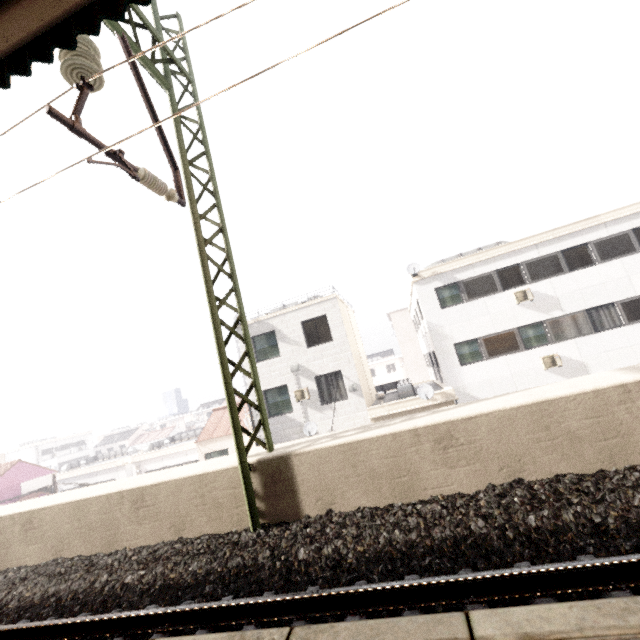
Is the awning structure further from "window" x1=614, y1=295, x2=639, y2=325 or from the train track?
"window" x1=614, y1=295, x2=639, y2=325

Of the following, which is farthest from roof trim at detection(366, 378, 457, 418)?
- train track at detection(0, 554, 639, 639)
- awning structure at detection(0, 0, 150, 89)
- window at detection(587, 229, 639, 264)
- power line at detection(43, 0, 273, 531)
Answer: awning structure at detection(0, 0, 150, 89)

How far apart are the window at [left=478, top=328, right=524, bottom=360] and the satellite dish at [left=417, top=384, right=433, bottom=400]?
3.3m

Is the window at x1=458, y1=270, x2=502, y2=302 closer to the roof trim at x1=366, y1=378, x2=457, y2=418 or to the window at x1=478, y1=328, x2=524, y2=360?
the window at x1=478, y1=328, x2=524, y2=360

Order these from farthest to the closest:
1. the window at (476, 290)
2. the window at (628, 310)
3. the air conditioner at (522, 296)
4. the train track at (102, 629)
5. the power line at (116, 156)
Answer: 1. the window at (476, 290)
2. the air conditioner at (522, 296)
3. the window at (628, 310)
4. the power line at (116, 156)
5. the train track at (102, 629)

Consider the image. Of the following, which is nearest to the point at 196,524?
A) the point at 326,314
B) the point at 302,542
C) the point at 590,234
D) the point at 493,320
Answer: the point at 302,542

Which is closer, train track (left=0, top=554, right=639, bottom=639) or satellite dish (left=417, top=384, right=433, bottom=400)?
train track (left=0, top=554, right=639, bottom=639)

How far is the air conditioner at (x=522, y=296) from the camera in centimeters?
1527cm
